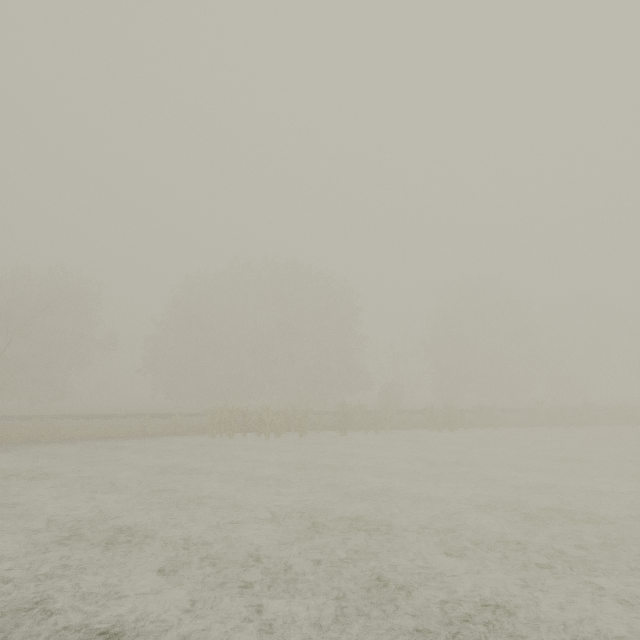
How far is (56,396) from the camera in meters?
31.3
